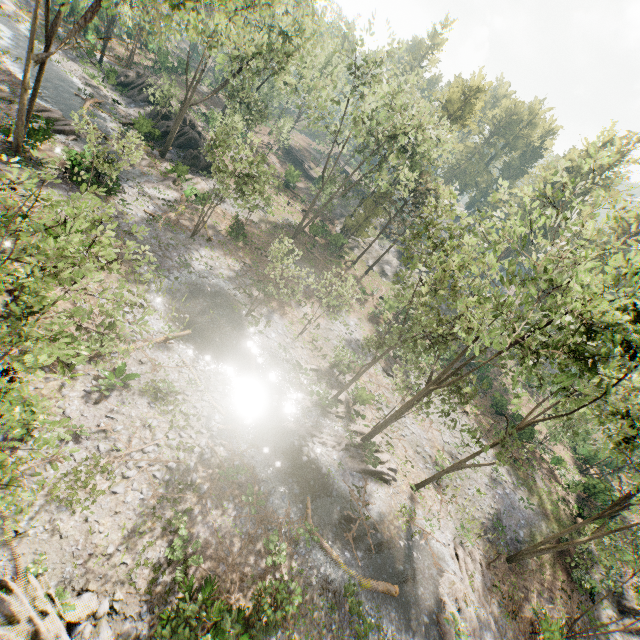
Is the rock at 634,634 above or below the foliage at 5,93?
above

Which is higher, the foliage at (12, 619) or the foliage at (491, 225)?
the foliage at (491, 225)

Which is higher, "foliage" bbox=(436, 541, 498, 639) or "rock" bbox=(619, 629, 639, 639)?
"rock" bbox=(619, 629, 639, 639)

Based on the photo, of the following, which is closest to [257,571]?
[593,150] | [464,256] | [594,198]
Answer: [464,256]

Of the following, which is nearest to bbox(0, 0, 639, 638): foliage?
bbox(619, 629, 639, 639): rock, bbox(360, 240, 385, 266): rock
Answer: bbox(360, 240, 385, 266): rock

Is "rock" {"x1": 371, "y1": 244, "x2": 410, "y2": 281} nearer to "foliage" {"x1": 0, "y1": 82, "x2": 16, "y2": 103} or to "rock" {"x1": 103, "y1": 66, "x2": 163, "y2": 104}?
"foliage" {"x1": 0, "y1": 82, "x2": 16, "y2": 103}

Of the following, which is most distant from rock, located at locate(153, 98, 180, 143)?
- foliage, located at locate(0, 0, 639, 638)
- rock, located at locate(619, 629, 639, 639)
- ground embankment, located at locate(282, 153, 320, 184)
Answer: rock, located at locate(619, 629, 639, 639)

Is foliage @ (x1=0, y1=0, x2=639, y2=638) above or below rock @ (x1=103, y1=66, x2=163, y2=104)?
above
